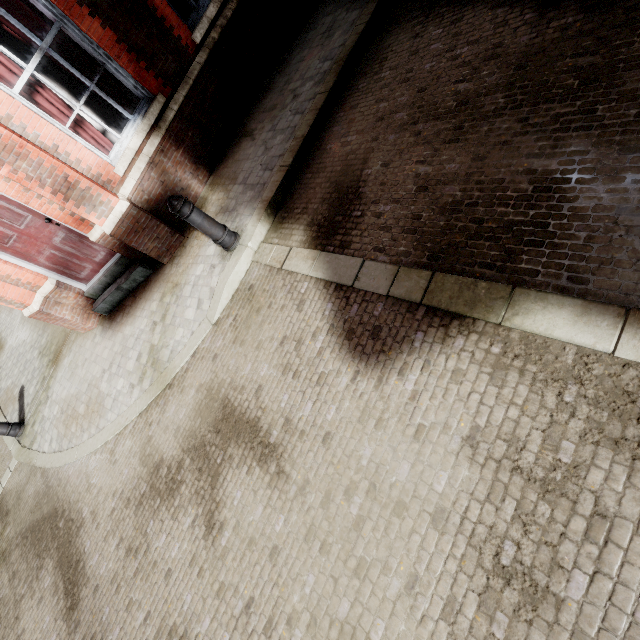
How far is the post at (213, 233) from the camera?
3.80m

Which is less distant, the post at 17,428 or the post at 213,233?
the post at 213,233

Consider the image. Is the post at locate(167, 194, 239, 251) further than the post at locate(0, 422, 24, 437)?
No

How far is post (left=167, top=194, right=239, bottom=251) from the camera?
3.80m

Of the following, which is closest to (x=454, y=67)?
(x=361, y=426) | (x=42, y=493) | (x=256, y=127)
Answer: (x=256, y=127)
